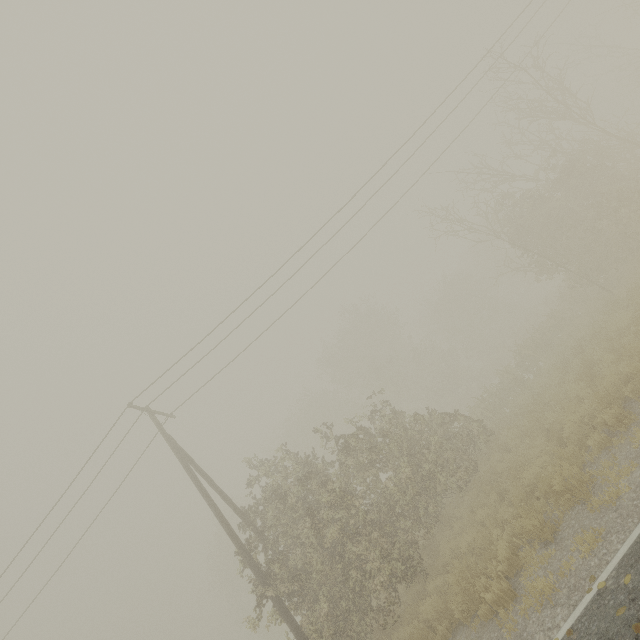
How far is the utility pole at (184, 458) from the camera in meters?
10.6

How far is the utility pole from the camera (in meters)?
10.65

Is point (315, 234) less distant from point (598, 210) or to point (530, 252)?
point (598, 210)
